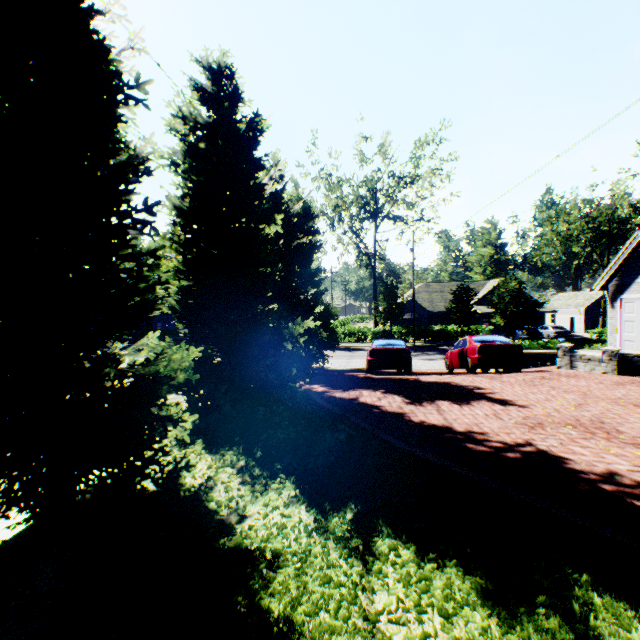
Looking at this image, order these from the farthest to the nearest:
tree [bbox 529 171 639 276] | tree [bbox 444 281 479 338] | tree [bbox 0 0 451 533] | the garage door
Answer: tree [bbox 444 281 479 338] → tree [bbox 529 171 639 276] → the garage door → tree [bbox 0 0 451 533]

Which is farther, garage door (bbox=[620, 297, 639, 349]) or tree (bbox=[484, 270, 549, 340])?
tree (bbox=[484, 270, 549, 340])

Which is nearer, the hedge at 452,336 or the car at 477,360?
the car at 477,360

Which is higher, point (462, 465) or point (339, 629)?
point (462, 465)

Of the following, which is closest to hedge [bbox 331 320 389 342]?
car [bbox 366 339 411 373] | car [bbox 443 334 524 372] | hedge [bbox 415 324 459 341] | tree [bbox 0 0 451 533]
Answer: tree [bbox 0 0 451 533]

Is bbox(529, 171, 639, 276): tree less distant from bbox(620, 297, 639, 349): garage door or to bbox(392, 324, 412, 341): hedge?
bbox(392, 324, 412, 341): hedge

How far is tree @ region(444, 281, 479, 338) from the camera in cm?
3175

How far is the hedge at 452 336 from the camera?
35.8 meters
